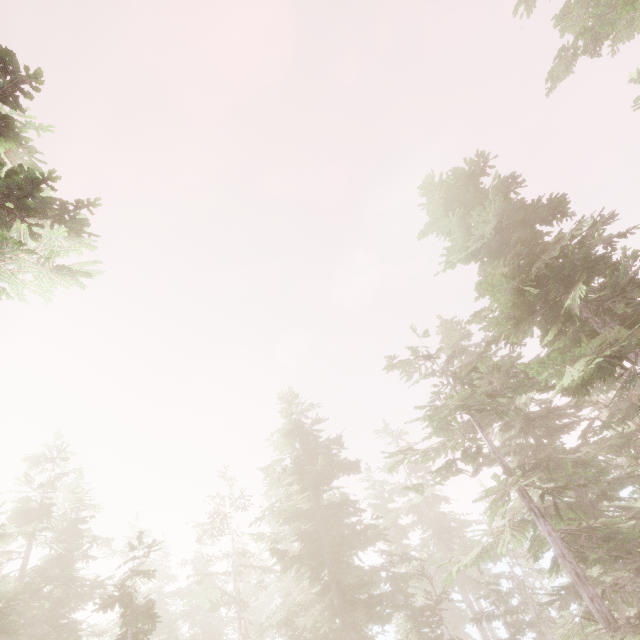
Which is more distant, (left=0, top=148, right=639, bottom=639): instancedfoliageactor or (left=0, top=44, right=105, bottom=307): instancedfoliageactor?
(left=0, top=148, right=639, bottom=639): instancedfoliageactor

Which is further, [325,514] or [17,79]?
[325,514]

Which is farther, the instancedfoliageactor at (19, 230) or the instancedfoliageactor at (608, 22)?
the instancedfoliageactor at (608, 22)
